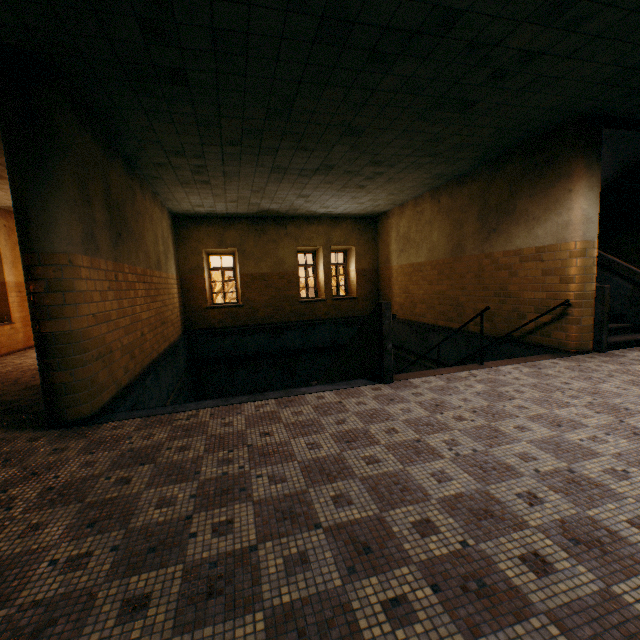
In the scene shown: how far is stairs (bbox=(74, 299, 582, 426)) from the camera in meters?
4.6

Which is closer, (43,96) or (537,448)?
(537,448)

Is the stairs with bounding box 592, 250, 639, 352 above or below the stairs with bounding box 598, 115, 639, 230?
below

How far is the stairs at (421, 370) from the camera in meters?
4.6

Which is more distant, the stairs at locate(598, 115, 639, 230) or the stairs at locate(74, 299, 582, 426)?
the stairs at locate(598, 115, 639, 230)

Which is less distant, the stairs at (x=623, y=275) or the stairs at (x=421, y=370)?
the stairs at (x=421, y=370)

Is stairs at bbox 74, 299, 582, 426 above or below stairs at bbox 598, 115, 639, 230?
below
